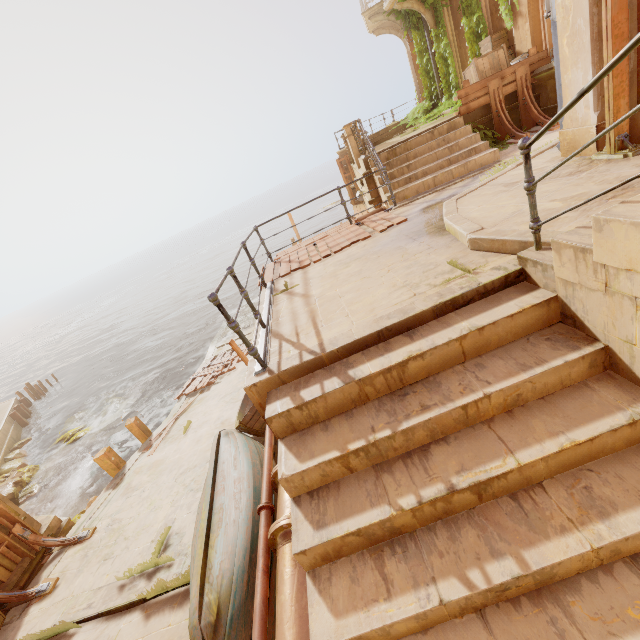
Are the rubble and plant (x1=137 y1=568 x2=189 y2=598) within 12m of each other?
no

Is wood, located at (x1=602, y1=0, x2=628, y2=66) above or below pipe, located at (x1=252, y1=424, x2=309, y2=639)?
above

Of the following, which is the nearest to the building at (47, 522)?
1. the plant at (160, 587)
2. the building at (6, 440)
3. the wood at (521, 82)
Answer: the building at (6, 440)

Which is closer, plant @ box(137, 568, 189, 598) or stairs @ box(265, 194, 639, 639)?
stairs @ box(265, 194, 639, 639)

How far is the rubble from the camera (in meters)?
15.33

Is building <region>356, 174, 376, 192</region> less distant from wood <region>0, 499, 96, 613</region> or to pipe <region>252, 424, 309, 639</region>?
pipe <region>252, 424, 309, 639</region>

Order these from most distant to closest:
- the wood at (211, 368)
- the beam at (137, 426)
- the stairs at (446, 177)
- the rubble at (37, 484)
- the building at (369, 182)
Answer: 1. the rubble at (37, 484)
2. the beam at (137, 426)
3. the building at (369, 182)
4. the stairs at (446, 177)
5. the wood at (211, 368)

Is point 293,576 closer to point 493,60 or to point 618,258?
point 618,258
